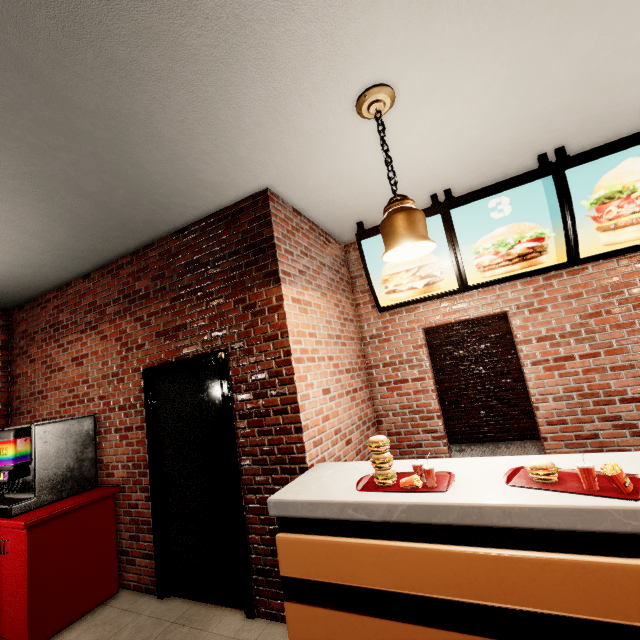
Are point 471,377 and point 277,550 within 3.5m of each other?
no
